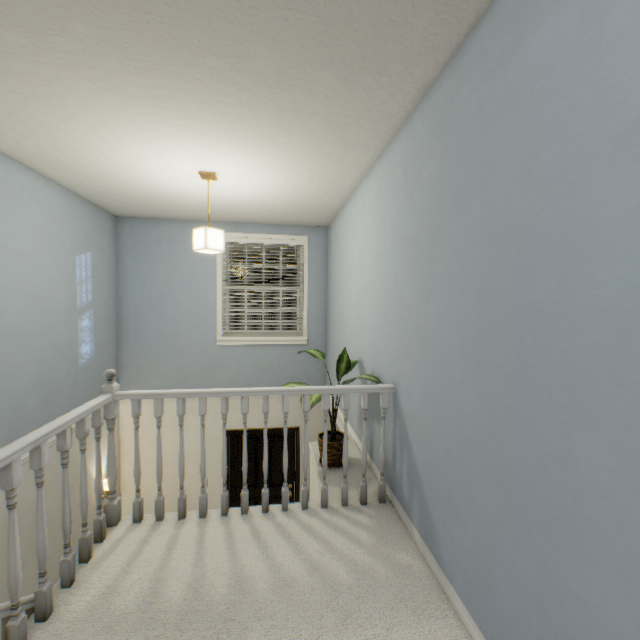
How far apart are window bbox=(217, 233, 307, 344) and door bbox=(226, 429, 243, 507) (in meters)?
1.25

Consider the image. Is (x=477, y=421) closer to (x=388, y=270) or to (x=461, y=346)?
(x=461, y=346)

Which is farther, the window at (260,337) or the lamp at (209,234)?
the window at (260,337)

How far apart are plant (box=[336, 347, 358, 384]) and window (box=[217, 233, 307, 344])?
1.7 meters

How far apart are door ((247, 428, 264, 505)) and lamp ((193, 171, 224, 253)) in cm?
281

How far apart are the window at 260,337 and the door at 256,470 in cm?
125

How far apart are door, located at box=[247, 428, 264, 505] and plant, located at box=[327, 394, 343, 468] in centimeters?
208cm
